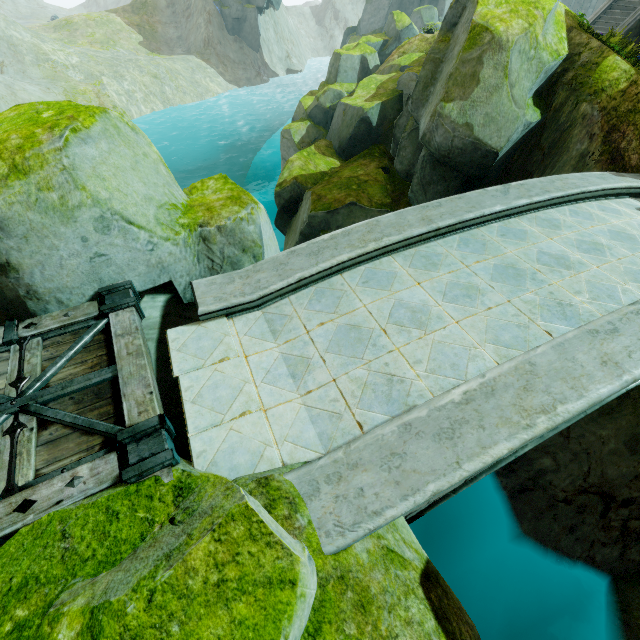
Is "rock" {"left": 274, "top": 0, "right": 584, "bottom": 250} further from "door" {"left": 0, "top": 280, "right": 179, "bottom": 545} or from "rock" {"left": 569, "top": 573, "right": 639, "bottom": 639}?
"rock" {"left": 569, "top": 573, "right": 639, "bottom": 639}

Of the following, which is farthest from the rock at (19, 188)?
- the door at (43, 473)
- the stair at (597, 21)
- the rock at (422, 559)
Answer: the stair at (597, 21)

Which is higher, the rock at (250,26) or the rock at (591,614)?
the rock at (250,26)

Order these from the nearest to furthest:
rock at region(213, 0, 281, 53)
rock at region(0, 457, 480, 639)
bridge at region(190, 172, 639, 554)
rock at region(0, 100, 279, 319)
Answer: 1. rock at region(0, 457, 480, 639)
2. bridge at region(190, 172, 639, 554)
3. rock at region(0, 100, 279, 319)
4. rock at region(213, 0, 281, 53)

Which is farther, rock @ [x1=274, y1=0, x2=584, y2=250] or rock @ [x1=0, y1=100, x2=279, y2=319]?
rock @ [x1=274, y1=0, x2=584, y2=250]

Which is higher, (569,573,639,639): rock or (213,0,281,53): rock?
(213,0,281,53): rock

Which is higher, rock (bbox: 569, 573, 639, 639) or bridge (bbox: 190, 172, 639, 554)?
bridge (bbox: 190, 172, 639, 554)

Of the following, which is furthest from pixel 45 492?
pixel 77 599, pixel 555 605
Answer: pixel 555 605
